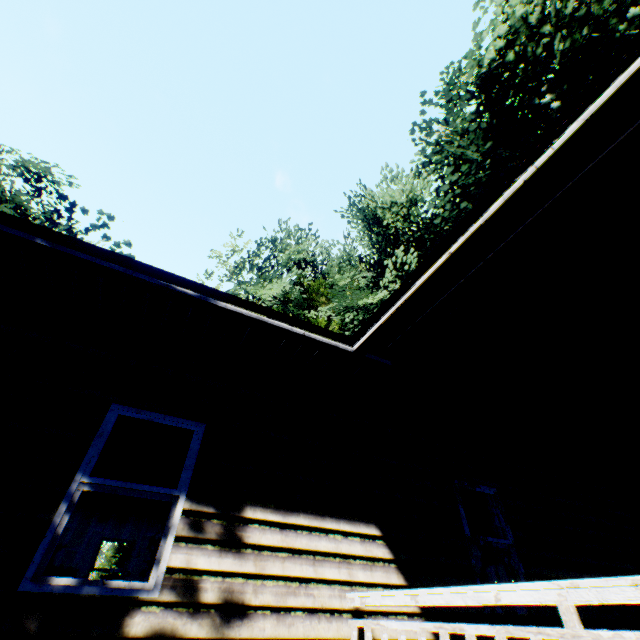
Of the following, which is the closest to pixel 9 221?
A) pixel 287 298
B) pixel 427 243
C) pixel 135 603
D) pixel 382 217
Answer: pixel 135 603

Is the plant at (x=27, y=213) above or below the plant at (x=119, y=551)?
above

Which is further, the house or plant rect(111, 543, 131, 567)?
plant rect(111, 543, 131, 567)

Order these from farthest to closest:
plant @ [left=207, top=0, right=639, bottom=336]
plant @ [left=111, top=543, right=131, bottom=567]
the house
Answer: plant @ [left=111, top=543, right=131, bottom=567] → plant @ [left=207, top=0, right=639, bottom=336] → the house

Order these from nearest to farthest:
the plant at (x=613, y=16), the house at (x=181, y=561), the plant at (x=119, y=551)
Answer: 1. the house at (x=181, y=561)
2. the plant at (x=613, y=16)
3. the plant at (x=119, y=551)

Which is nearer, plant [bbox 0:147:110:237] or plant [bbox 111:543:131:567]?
plant [bbox 0:147:110:237]

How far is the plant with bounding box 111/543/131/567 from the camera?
32.1m
